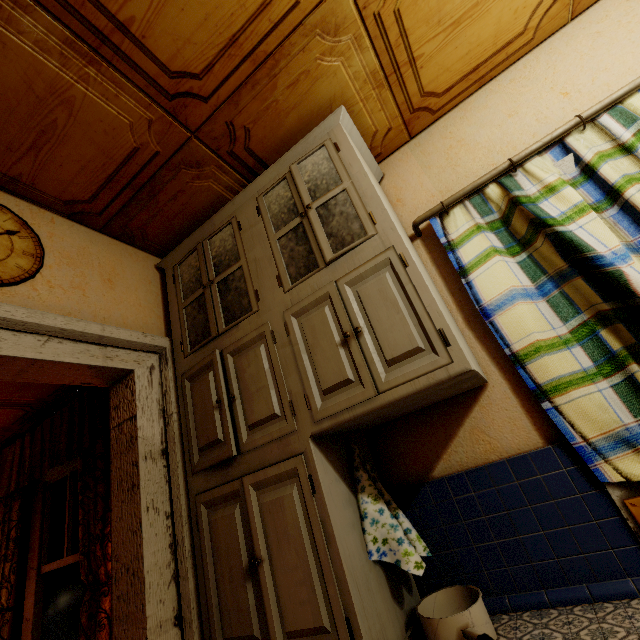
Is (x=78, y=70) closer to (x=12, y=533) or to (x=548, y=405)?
(x=548, y=405)

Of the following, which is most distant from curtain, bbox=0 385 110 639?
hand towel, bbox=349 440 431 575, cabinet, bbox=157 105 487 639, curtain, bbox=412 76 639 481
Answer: curtain, bbox=412 76 639 481

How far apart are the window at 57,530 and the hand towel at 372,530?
2.62m

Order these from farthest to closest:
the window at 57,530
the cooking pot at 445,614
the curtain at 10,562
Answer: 1. the window at 57,530
2. the curtain at 10,562
3. the cooking pot at 445,614

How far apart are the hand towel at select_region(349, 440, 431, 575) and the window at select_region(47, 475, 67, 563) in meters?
2.6

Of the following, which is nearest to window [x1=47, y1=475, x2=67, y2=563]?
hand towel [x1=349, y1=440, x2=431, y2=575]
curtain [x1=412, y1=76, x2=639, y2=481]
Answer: hand towel [x1=349, y1=440, x2=431, y2=575]

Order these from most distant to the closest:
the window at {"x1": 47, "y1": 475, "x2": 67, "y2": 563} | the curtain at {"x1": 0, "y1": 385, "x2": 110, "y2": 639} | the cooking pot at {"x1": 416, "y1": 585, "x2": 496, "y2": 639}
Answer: the window at {"x1": 47, "y1": 475, "x2": 67, "y2": 563} → the curtain at {"x1": 0, "y1": 385, "x2": 110, "y2": 639} → the cooking pot at {"x1": 416, "y1": 585, "x2": 496, "y2": 639}

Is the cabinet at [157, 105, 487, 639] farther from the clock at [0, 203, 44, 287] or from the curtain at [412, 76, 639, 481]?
the clock at [0, 203, 44, 287]
